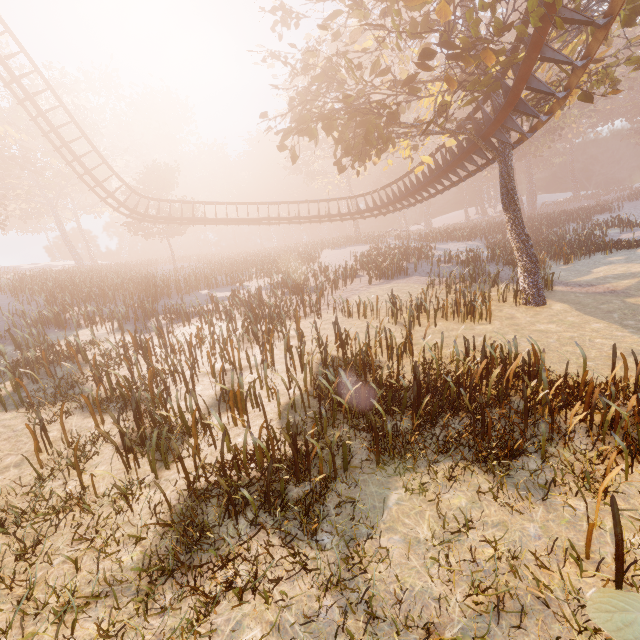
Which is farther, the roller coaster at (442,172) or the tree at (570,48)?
the roller coaster at (442,172)

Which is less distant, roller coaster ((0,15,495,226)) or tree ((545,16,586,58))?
tree ((545,16,586,58))

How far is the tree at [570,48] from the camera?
7.2 meters

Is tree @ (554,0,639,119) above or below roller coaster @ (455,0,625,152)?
above

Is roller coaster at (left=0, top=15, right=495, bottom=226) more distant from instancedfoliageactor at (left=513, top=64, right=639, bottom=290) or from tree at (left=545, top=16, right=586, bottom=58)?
instancedfoliageactor at (left=513, top=64, right=639, bottom=290)

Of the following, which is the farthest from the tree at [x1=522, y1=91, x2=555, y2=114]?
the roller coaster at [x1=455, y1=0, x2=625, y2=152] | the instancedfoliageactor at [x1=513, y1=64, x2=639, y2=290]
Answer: the instancedfoliageactor at [x1=513, y1=64, x2=639, y2=290]

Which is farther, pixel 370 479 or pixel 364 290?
pixel 364 290

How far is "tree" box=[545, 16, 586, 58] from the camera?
7.23m
